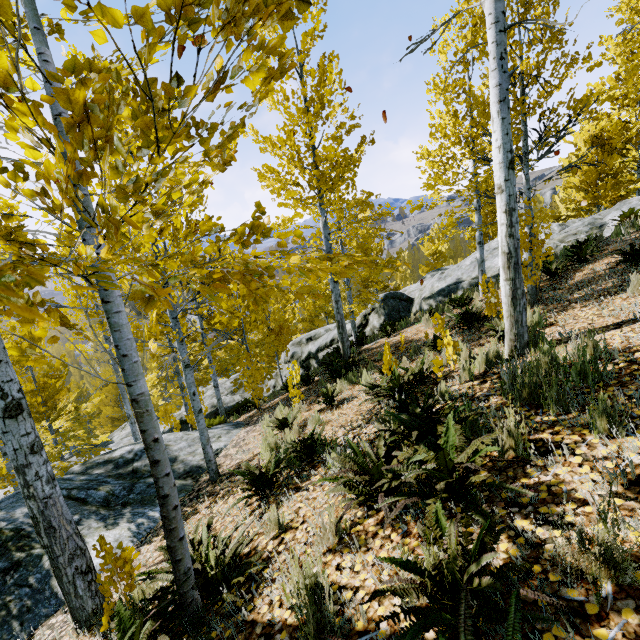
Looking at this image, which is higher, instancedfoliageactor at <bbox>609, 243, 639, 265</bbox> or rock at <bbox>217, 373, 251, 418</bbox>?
instancedfoliageactor at <bbox>609, 243, 639, 265</bbox>

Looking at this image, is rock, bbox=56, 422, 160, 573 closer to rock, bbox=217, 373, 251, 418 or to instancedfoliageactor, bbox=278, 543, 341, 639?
instancedfoliageactor, bbox=278, 543, 341, 639

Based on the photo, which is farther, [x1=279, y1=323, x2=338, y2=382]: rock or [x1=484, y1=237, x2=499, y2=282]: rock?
[x1=279, y1=323, x2=338, y2=382]: rock

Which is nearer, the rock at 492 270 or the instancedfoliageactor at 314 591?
the instancedfoliageactor at 314 591

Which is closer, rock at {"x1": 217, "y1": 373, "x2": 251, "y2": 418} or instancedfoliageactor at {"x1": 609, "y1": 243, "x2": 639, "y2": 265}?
instancedfoliageactor at {"x1": 609, "y1": 243, "x2": 639, "y2": 265}

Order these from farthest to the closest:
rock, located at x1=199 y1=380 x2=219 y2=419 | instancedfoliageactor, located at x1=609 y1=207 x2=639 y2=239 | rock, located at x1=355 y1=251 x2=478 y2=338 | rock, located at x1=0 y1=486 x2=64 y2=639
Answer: rock, located at x1=199 y1=380 x2=219 y2=419, rock, located at x1=355 y1=251 x2=478 y2=338, instancedfoliageactor, located at x1=609 y1=207 x2=639 y2=239, rock, located at x1=0 y1=486 x2=64 y2=639

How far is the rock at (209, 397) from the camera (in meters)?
17.88

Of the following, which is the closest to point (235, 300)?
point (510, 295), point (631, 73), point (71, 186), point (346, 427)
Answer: point (346, 427)
